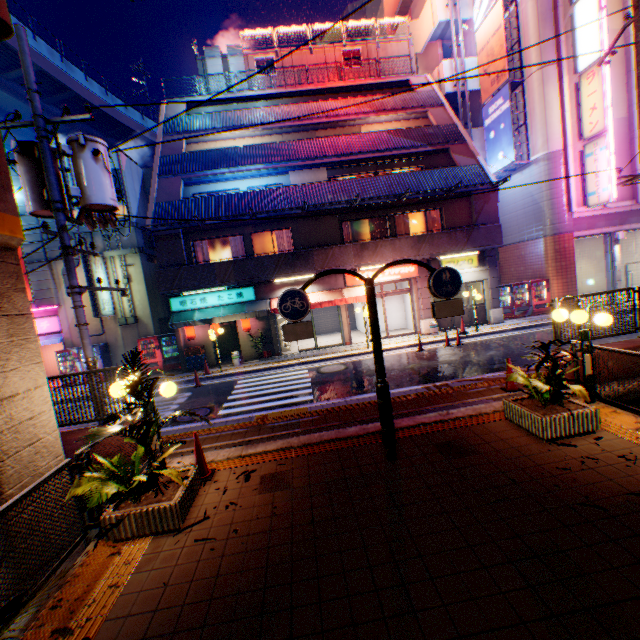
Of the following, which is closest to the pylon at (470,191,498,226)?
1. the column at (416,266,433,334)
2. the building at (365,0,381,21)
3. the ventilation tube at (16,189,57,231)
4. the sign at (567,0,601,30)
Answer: the column at (416,266,433,334)

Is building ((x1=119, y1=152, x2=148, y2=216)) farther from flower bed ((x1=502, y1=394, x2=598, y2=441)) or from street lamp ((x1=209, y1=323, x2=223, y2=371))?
flower bed ((x1=502, y1=394, x2=598, y2=441))

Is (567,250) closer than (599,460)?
No

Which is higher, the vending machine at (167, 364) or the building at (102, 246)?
the building at (102, 246)

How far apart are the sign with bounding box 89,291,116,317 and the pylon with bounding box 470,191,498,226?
20.0m

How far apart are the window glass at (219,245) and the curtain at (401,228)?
8.94m

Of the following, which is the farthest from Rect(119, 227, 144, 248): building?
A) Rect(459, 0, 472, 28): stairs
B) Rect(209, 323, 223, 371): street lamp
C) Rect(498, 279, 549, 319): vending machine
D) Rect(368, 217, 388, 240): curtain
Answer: Rect(459, 0, 472, 28): stairs

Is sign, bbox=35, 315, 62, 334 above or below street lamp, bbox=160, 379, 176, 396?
above
